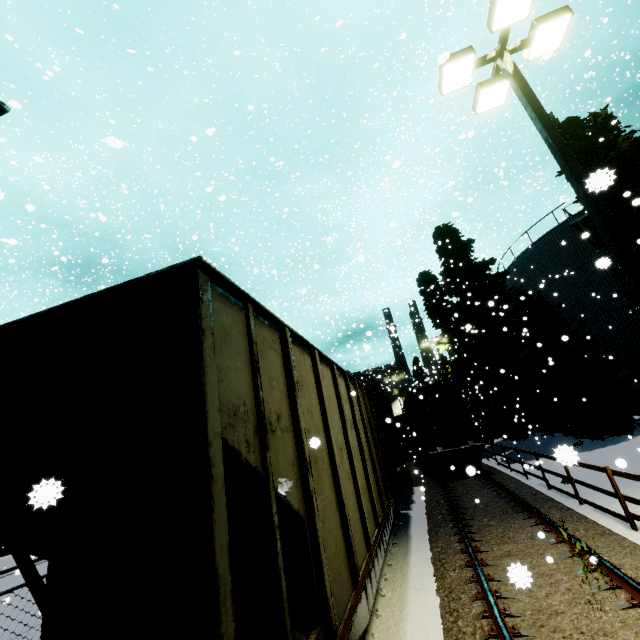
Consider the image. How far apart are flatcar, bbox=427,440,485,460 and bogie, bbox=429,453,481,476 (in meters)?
0.01

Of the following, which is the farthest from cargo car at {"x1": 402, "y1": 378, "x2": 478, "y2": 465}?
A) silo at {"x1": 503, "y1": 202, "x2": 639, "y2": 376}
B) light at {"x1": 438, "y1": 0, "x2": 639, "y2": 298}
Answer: light at {"x1": 438, "y1": 0, "x2": 639, "y2": 298}

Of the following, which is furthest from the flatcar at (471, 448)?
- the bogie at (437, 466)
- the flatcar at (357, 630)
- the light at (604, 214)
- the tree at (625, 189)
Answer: the light at (604, 214)

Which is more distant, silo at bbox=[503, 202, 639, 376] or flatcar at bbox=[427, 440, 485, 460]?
silo at bbox=[503, 202, 639, 376]

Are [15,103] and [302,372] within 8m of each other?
yes

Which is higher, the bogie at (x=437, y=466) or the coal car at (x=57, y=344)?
the coal car at (x=57, y=344)

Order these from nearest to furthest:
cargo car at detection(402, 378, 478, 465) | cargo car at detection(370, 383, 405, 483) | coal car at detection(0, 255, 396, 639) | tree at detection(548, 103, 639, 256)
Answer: coal car at detection(0, 255, 396, 639) < tree at detection(548, 103, 639, 256) < cargo car at detection(370, 383, 405, 483) < cargo car at detection(402, 378, 478, 465)

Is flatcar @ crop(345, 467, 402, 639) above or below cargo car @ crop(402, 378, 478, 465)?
below
